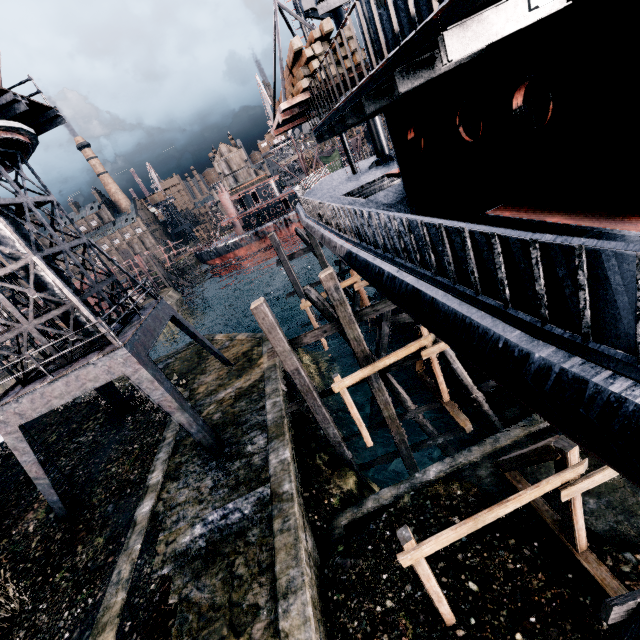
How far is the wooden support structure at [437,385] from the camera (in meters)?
12.14

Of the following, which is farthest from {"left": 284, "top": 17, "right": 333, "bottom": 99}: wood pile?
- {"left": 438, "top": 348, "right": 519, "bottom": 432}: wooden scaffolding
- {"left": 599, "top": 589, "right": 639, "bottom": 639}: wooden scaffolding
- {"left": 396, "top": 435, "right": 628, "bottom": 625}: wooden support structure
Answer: {"left": 599, "top": 589, "right": 639, "bottom": 639}: wooden scaffolding

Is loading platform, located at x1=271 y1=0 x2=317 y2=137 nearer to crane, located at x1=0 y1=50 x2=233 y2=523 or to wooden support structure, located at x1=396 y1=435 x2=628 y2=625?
crane, located at x1=0 y1=50 x2=233 y2=523

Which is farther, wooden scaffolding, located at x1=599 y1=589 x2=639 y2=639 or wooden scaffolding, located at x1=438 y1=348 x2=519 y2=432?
wooden scaffolding, located at x1=438 y1=348 x2=519 y2=432

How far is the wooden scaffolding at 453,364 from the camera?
13.1 meters

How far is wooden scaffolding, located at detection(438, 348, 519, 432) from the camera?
13.1m

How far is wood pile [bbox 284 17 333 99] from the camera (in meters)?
9.41

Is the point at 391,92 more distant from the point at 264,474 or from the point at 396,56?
the point at 264,474
